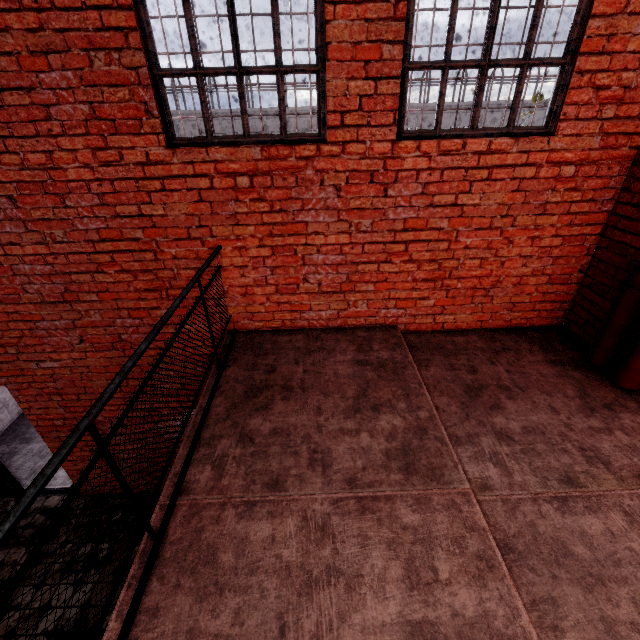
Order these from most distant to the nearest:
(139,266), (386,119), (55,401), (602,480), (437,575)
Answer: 1. (55,401)
2. (139,266)
3. (386,119)
4. (602,480)
5. (437,575)

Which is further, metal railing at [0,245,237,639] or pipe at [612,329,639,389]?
pipe at [612,329,639,389]

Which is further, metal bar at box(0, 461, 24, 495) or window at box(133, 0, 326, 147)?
metal bar at box(0, 461, 24, 495)

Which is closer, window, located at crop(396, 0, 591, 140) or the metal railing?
the metal railing

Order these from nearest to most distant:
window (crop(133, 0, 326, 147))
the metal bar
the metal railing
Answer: the metal railing < window (crop(133, 0, 326, 147)) < the metal bar

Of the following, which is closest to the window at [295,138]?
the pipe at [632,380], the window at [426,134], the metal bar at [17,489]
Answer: the window at [426,134]

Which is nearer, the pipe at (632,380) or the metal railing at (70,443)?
the metal railing at (70,443)

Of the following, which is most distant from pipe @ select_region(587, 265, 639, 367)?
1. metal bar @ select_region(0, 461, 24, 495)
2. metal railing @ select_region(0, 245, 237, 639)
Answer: metal bar @ select_region(0, 461, 24, 495)
